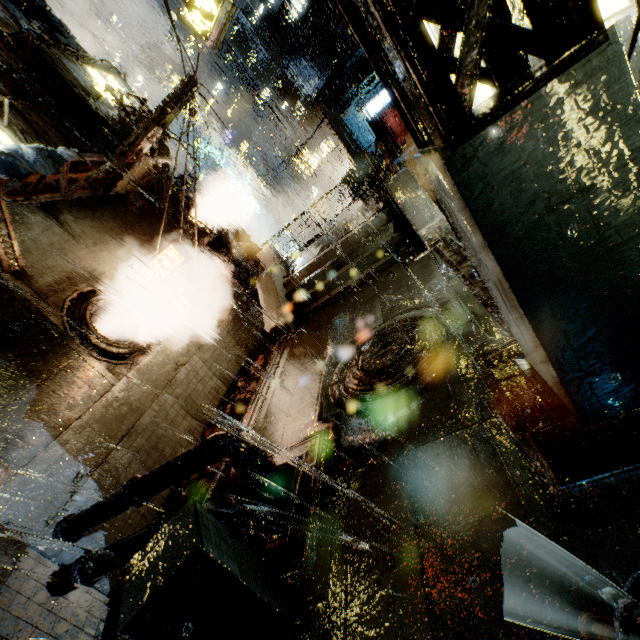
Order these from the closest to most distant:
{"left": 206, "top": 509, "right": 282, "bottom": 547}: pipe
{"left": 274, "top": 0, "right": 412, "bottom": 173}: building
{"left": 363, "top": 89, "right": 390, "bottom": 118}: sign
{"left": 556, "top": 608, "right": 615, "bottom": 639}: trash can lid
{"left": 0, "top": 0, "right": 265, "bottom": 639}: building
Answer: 1. {"left": 556, "top": 608, "right": 615, "bottom": 639}: trash can lid
2. {"left": 206, "top": 509, "right": 282, "bottom": 547}: pipe
3. {"left": 0, "top": 0, "right": 265, "bottom": 639}: building
4. {"left": 274, "top": 0, "right": 412, "bottom": 173}: building
5. {"left": 363, "top": 89, "right": 390, "bottom": 118}: sign

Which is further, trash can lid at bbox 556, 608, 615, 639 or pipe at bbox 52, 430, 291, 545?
pipe at bbox 52, 430, 291, 545

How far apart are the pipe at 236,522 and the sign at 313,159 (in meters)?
29.94

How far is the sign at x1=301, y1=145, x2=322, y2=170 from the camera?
30.0 meters

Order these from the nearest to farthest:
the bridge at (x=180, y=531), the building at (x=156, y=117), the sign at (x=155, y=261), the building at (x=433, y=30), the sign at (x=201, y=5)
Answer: the bridge at (x=180, y=531) → the building at (x=156, y=117) → the building at (x=433, y=30) → the sign at (x=201, y=5) → the sign at (x=155, y=261)

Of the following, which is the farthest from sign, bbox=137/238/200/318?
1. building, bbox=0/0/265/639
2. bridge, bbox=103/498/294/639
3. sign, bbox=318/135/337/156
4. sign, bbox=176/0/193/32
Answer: sign, bbox=318/135/337/156

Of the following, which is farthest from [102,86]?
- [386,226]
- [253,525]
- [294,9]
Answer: [294,9]

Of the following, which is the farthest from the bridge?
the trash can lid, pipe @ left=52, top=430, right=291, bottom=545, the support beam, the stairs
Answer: the stairs
